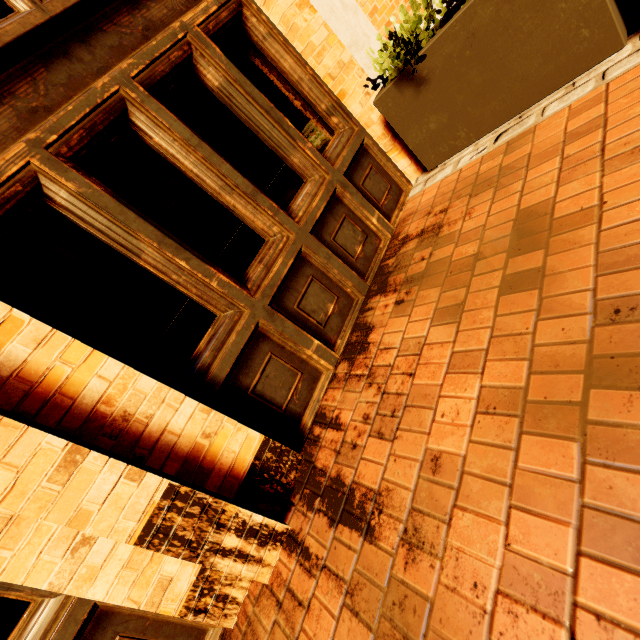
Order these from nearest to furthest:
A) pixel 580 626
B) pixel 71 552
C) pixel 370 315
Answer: pixel 580 626, pixel 71 552, pixel 370 315
